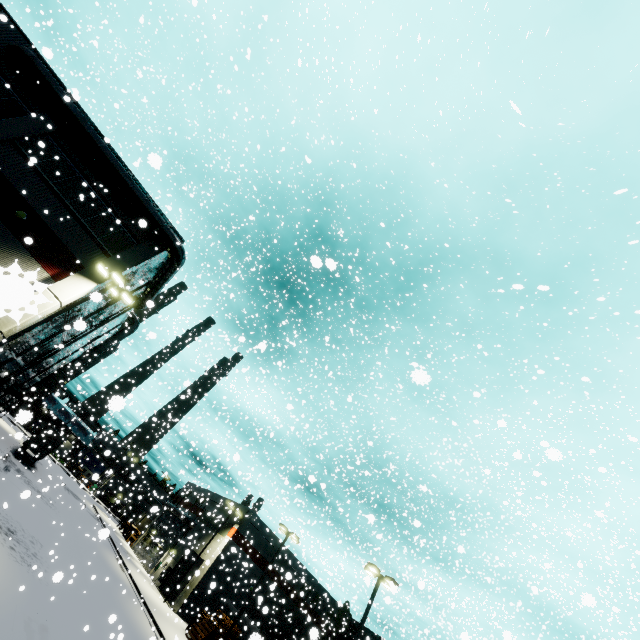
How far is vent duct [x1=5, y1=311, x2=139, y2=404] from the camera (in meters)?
29.22

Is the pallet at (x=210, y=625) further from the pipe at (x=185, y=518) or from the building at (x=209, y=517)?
the pipe at (x=185, y=518)

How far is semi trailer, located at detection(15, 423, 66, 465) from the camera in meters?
34.5 m

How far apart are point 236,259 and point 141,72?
29.68m

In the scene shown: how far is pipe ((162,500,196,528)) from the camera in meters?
42.2 m

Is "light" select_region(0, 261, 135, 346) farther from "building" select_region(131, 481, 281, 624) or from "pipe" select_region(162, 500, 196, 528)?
"pipe" select_region(162, 500, 196, 528)

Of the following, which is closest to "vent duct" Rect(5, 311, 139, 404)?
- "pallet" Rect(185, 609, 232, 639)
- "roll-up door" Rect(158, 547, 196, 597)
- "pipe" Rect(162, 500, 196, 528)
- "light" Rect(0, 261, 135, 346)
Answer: "light" Rect(0, 261, 135, 346)

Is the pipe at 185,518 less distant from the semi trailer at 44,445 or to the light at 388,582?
the semi trailer at 44,445
